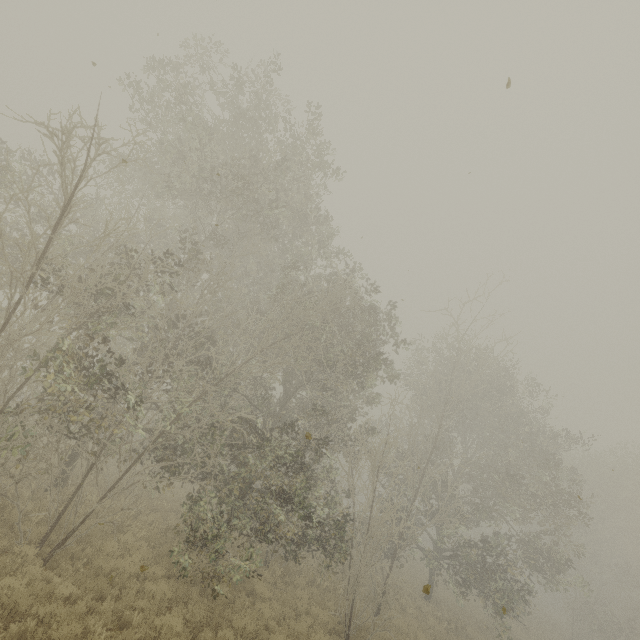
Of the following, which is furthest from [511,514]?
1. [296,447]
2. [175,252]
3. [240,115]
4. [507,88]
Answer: [240,115]
